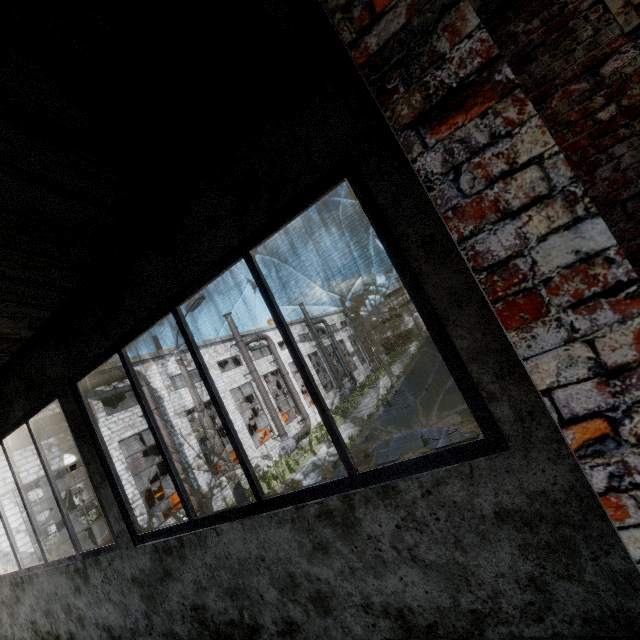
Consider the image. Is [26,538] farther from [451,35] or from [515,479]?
[451,35]

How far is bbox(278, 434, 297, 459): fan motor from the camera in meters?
25.8 m

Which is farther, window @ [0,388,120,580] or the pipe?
the pipe

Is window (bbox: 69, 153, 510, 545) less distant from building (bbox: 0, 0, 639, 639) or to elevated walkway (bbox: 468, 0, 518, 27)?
building (bbox: 0, 0, 639, 639)

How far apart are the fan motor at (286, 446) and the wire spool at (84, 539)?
16.62m

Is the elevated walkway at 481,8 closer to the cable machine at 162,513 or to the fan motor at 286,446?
the cable machine at 162,513

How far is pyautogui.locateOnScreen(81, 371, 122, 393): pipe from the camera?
16.78m

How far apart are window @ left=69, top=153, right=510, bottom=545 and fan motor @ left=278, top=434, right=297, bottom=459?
24.5 meters
